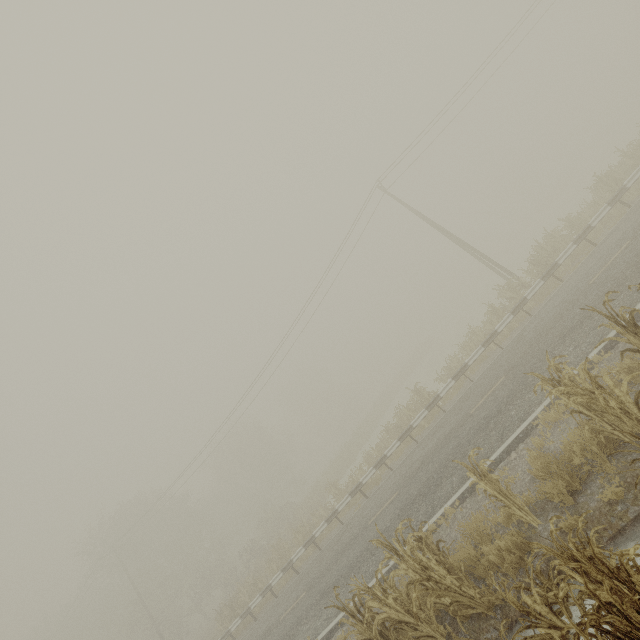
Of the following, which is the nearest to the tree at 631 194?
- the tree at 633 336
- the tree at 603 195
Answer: the tree at 603 195

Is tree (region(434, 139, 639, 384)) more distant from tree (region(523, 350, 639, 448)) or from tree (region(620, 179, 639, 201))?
tree (region(523, 350, 639, 448))

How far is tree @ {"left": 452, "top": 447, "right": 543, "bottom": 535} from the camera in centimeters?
541cm

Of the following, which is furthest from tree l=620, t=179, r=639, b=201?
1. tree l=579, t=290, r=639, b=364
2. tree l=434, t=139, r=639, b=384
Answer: tree l=579, t=290, r=639, b=364

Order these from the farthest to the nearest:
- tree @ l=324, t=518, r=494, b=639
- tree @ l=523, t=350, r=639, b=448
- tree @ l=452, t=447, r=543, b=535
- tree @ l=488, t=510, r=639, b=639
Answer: tree @ l=452, t=447, r=543, b=535
tree @ l=324, t=518, r=494, b=639
tree @ l=523, t=350, r=639, b=448
tree @ l=488, t=510, r=639, b=639

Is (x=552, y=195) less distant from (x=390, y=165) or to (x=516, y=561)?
(x=390, y=165)

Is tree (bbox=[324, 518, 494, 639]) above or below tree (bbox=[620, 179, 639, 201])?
below

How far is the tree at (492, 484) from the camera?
5.4m
